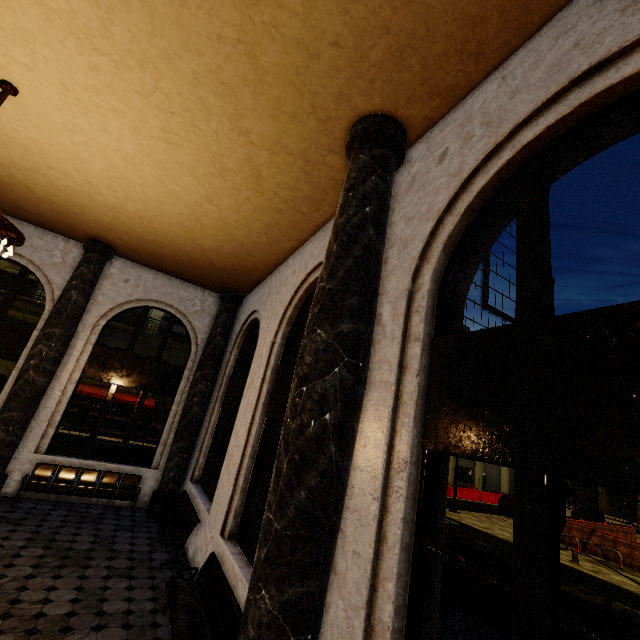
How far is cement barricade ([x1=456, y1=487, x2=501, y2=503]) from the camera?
29.80m

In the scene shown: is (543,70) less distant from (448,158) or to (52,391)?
(448,158)

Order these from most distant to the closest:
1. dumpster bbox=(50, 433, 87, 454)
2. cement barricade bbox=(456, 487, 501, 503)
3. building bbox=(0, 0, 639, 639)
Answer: cement barricade bbox=(456, 487, 501, 503) → dumpster bbox=(50, 433, 87, 454) → building bbox=(0, 0, 639, 639)

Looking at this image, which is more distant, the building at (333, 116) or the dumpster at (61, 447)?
the dumpster at (61, 447)

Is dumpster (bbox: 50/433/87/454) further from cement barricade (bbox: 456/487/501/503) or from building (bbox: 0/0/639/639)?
cement barricade (bbox: 456/487/501/503)

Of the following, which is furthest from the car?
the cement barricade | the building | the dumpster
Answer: the dumpster

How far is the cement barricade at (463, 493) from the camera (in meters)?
29.80
